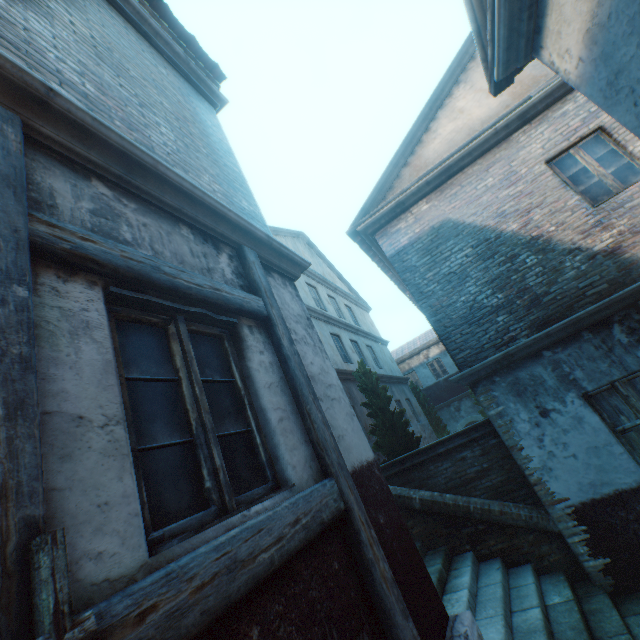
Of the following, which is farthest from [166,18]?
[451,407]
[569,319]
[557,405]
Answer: [451,407]

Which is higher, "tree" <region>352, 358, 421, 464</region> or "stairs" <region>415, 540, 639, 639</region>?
"tree" <region>352, 358, 421, 464</region>

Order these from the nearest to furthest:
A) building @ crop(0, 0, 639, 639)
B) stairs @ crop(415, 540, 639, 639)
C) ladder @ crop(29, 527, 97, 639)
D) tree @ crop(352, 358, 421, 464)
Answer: ladder @ crop(29, 527, 97, 639)
building @ crop(0, 0, 639, 639)
stairs @ crop(415, 540, 639, 639)
tree @ crop(352, 358, 421, 464)

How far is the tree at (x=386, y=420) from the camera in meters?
8.7

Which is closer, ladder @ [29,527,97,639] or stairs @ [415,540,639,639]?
ladder @ [29,527,97,639]

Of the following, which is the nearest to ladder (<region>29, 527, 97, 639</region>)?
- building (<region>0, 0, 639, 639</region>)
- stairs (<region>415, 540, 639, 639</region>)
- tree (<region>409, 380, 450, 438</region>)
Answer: building (<region>0, 0, 639, 639</region>)

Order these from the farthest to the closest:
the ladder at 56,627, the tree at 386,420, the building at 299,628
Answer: the tree at 386,420, the building at 299,628, the ladder at 56,627

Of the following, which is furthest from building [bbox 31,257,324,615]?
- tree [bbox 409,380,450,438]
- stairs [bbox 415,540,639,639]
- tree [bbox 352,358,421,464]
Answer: tree [bbox 409,380,450,438]
